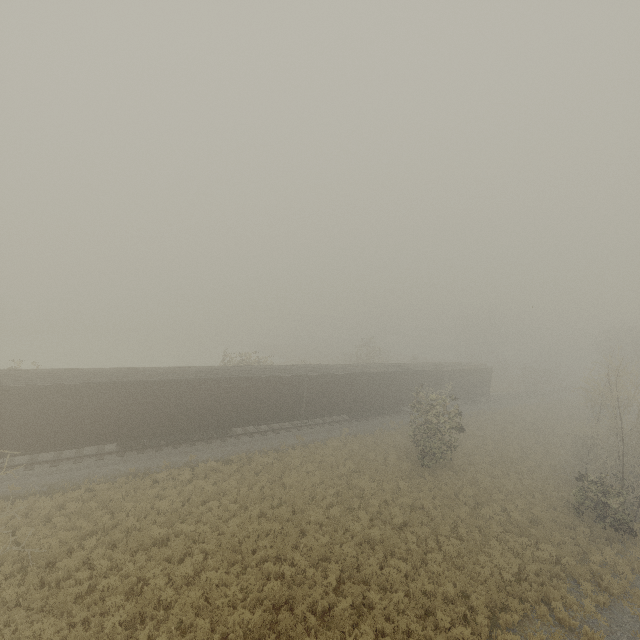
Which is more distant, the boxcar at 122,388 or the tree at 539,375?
the tree at 539,375

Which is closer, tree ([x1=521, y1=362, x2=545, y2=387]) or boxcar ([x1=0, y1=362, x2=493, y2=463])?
boxcar ([x1=0, y1=362, x2=493, y2=463])

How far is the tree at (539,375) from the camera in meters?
54.3

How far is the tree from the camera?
54.3m

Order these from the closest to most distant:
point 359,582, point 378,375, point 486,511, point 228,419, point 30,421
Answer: point 359,582, point 30,421, point 486,511, point 228,419, point 378,375
